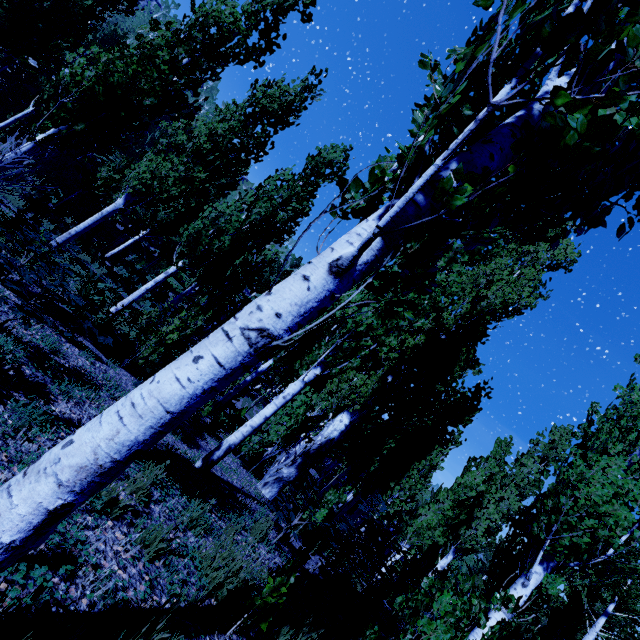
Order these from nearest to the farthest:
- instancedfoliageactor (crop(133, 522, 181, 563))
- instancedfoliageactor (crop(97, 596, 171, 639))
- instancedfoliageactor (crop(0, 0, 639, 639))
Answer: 1. instancedfoliageactor (crop(0, 0, 639, 639))
2. instancedfoliageactor (crop(97, 596, 171, 639))
3. instancedfoliageactor (crop(133, 522, 181, 563))

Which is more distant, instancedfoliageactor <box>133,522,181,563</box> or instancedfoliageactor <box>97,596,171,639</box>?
instancedfoliageactor <box>133,522,181,563</box>

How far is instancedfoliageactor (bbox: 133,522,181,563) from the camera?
2.74m

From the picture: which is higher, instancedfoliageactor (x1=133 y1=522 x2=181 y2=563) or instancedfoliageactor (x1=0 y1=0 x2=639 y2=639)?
instancedfoliageactor (x1=0 y1=0 x2=639 y2=639)

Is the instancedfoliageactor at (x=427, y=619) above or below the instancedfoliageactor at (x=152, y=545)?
above

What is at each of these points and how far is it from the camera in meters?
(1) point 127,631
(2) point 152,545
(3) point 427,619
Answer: (1) instancedfoliageactor, 2.0
(2) instancedfoliageactor, 2.8
(3) instancedfoliageactor, 2.7
